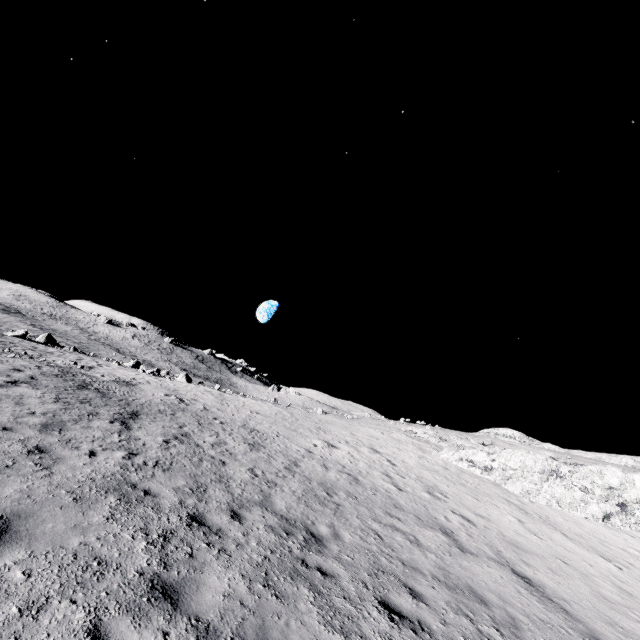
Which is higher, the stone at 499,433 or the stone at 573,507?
the stone at 499,433

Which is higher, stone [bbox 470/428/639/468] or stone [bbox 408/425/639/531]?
stone [bbox 470/428/639/468]

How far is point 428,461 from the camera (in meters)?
20.08

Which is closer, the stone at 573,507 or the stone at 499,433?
the stone at 573,507

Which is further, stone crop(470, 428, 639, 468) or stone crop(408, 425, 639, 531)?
stone crop(470, 428, 639, 468)
